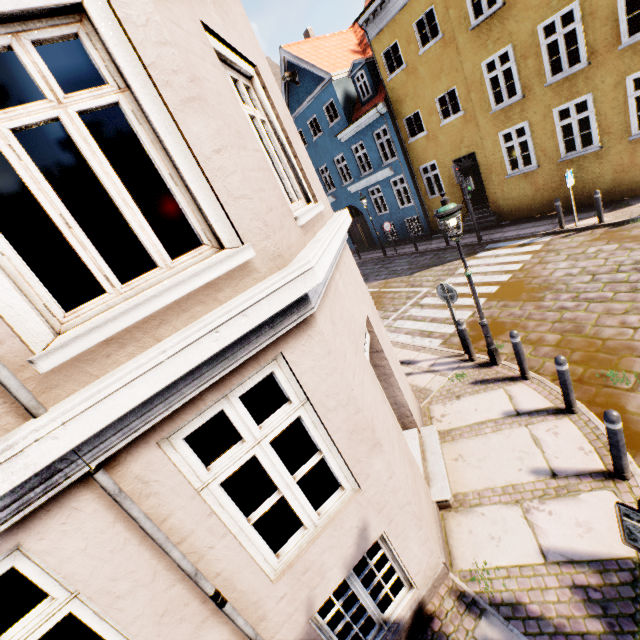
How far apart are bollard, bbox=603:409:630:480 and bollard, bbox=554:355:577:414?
1.1 meters

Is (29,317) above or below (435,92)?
below

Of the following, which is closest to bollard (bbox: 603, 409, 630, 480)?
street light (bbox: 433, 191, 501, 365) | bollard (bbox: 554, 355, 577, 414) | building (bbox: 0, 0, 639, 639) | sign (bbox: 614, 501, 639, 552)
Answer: bollard (bbox: 554, 355, 577, 414)

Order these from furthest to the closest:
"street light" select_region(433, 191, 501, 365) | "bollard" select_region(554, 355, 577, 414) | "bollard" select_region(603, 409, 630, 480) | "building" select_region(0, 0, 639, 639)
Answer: "street light" select_region(433, 191, 501, 365) < "bollard" select_region(554, 355, 577, 414) < "bollard" select_region(603, 409, 630, 480) < "building" select_region(0, 0, 639, 639)

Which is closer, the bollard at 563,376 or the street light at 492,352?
the bollard at 563,376

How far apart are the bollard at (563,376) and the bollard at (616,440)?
1.1m

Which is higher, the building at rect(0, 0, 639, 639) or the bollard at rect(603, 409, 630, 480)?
the building at rect(0, 0, 639, 639)
